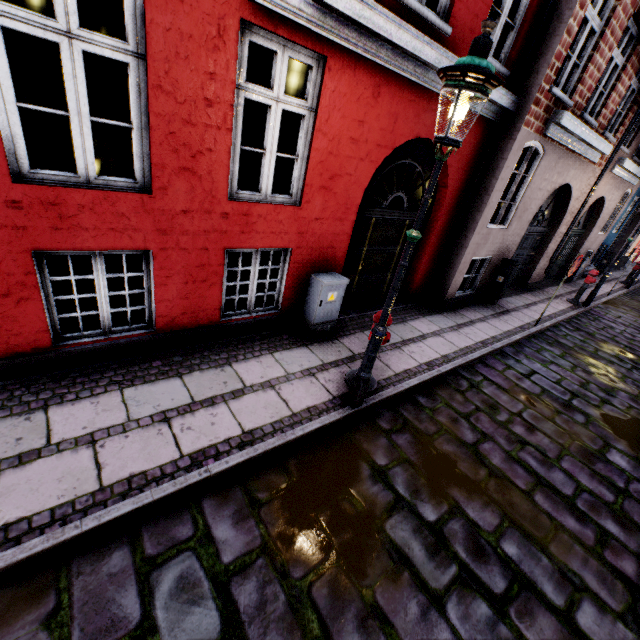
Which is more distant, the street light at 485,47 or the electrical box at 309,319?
the electrical box at 309,319

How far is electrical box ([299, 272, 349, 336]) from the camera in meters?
5.2

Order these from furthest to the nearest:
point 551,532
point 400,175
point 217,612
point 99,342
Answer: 1. point 400,175
2. point 99,342
3. point 551,532
4. point 217,612

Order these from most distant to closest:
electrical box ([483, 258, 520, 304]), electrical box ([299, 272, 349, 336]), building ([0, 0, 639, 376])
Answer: electrical box ([483, 258, 520, 304]), electrical box ([299, 272, 349, 336]), building ([0, 0, 639, 376])

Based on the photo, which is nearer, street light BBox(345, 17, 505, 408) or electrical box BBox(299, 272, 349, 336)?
street light BBox(345, 17, 505, 408)

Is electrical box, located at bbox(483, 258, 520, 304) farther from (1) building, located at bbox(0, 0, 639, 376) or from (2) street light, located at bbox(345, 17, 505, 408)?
(2) street light, located at bbox(345, 17, 505, 408)

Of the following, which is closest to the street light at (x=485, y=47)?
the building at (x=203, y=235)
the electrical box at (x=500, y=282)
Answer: the building at (x=203, y=235)

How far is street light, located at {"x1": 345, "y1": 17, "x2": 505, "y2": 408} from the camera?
2.4 meters
